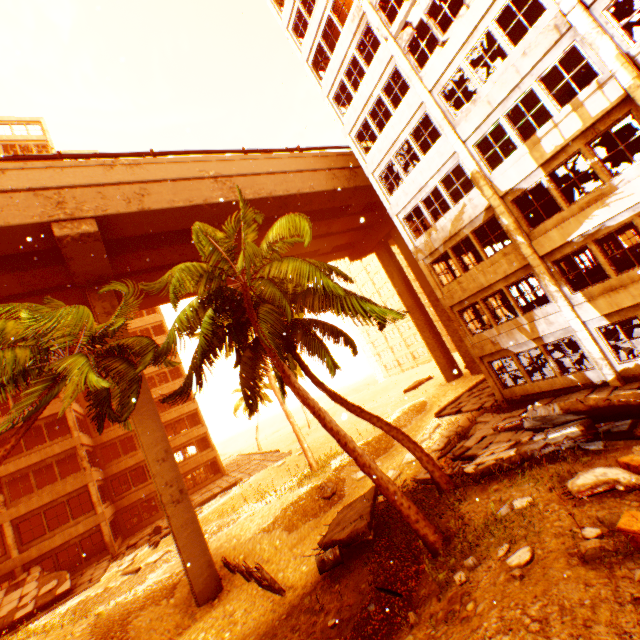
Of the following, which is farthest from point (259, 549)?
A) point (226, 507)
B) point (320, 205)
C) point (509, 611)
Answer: point (320, 205)

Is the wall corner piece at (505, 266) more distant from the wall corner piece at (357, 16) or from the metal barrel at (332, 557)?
the metal barrel at (332, 557)

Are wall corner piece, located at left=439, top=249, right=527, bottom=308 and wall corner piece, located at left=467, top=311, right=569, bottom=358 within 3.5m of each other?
yes

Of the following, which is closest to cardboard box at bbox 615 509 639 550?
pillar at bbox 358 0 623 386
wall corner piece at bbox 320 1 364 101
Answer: pillar at bbox 358 0 623 386

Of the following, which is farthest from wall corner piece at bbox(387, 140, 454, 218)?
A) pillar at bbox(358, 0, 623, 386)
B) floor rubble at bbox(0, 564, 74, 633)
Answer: floor rubble at bbox(0, 564, 74, 633)

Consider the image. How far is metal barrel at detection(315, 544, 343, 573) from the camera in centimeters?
1103cm

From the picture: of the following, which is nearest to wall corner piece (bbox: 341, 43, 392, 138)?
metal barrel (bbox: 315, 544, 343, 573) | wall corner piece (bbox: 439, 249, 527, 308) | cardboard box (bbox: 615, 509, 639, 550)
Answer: wall corner piece (bbox: 439, 249, 527, 308)

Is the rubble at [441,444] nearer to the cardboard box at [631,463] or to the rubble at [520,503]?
the rubble at [520,503]
